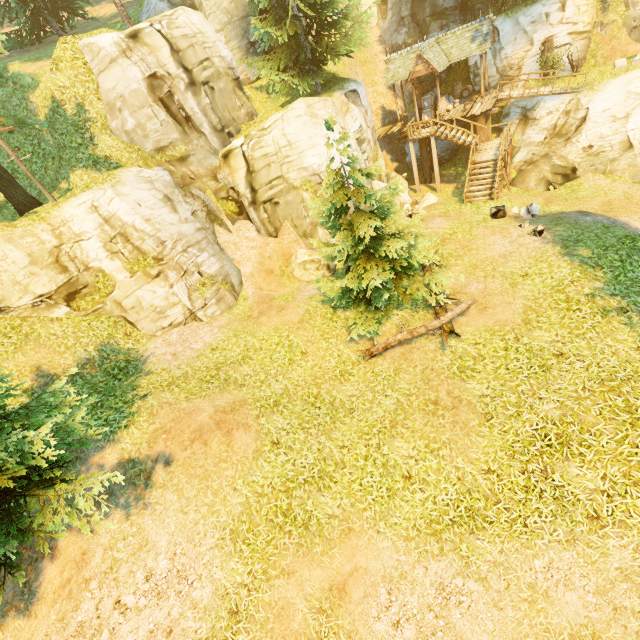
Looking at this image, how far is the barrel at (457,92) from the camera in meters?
24.9 m

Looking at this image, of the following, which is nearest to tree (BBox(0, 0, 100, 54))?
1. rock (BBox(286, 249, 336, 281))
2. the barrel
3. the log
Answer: the log

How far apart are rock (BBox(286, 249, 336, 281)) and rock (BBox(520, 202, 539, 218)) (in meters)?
9.24

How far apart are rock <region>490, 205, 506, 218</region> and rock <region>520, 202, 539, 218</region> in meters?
0.5 m

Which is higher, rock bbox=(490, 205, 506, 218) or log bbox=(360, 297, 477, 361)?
log bbox=(360, 297, 477, 361)

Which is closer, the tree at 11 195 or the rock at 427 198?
the tree at 11 195

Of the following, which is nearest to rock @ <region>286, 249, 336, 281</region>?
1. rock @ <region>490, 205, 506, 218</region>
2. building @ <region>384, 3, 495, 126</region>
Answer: rock @ <region>490, 205, 506, 218</region>

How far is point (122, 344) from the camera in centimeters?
1293cm
